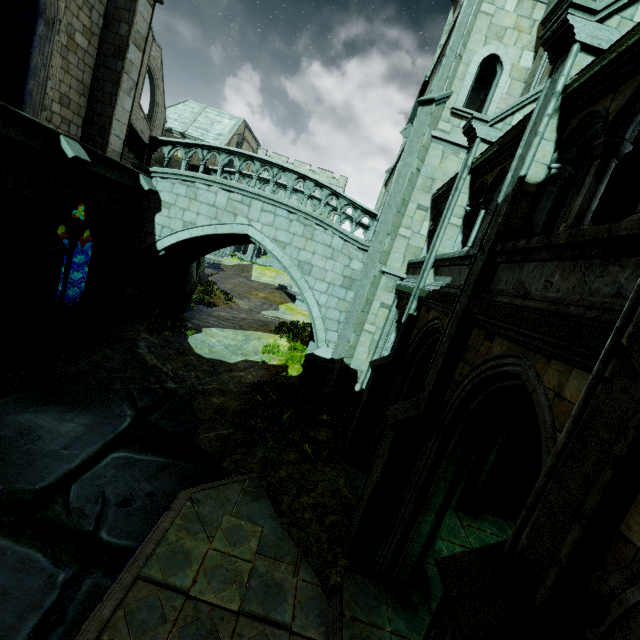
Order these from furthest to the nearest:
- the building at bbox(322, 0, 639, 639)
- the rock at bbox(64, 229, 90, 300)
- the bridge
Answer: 1. the rock at bbox(64, 229, 90, 300)
2. the bridge
3. the building at bbox(322, 0, 639, 639)

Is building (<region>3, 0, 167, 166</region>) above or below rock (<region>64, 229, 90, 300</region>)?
above

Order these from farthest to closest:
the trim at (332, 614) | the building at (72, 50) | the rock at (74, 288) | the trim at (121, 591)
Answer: the rock at (74, 288) → the building at (72, 50) → the trim at (332, 614) → the trim at (121, 591)

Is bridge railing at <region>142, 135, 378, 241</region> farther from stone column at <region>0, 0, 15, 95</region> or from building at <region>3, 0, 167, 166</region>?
stone column at <region>0, 0, 15, 95</region>

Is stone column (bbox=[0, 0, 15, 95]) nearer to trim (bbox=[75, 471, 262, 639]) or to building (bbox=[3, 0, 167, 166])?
building (bbox=[3, 0, 167, 166])

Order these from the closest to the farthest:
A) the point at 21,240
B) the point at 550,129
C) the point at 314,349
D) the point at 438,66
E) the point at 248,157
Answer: the point at 550,129 < the point at 21,240 < the point at 248,157 < the point at 314,349 < the point at 438,66

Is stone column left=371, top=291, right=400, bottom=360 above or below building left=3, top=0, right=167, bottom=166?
below

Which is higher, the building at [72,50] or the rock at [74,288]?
the building at [72,50]
